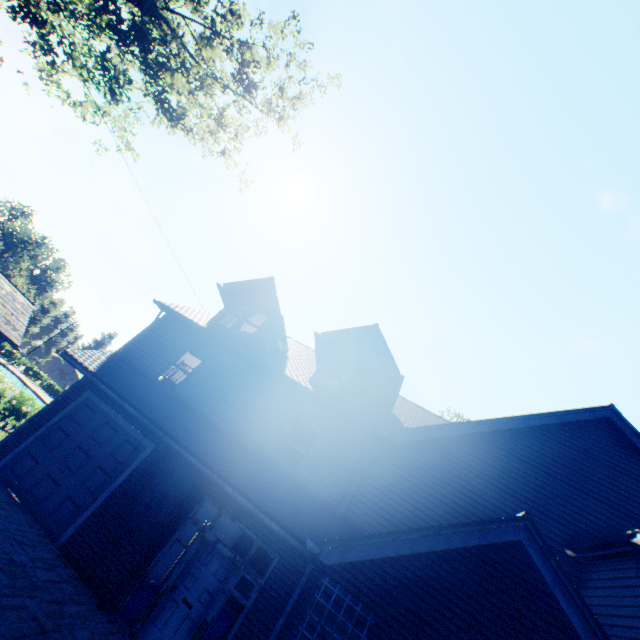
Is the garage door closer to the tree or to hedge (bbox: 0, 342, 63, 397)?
the tree

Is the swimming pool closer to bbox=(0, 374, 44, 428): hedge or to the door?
bbox=(0, 374, 44, 428): hedge

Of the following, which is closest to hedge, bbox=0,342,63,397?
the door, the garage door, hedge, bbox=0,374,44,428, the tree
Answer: the tree

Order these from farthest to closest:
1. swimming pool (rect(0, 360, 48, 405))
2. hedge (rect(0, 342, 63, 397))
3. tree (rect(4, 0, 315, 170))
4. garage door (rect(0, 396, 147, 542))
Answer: hedge (rect(0, 342, 63, 397)) → swimming pool (rect(0, 360, 48, 405)) → tree (rect(4, 0, 315, 170)) → garage door (rect(0, 396, 147, 542))

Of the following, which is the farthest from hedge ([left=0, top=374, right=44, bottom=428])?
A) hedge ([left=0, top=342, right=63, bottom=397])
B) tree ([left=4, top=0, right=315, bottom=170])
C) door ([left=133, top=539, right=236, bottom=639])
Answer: hedge ([left=0, top=342, right=63, bottom=397])

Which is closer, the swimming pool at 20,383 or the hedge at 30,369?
the swimming pool at 20,383

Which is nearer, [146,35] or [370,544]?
[370,544]

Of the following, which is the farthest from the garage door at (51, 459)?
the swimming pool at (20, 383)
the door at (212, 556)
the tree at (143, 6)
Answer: the swimming pool at (20, 383)
